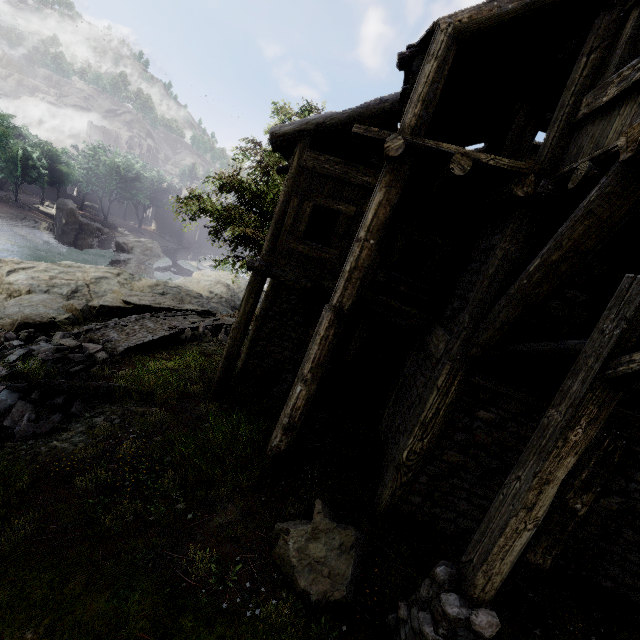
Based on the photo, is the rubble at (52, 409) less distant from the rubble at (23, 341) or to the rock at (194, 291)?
the rubble at (23, 341)

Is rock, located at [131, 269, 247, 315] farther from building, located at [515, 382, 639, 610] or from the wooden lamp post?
the wooden lamp post

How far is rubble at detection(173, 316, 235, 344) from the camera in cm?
1476

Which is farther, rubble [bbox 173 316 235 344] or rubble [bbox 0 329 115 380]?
rubble [bbox 173 316 235 344]

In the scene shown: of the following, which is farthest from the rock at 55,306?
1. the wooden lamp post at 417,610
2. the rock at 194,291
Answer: the wooden lamp post at 417,610

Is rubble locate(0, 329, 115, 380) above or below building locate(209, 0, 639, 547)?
below

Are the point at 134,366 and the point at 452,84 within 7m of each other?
no

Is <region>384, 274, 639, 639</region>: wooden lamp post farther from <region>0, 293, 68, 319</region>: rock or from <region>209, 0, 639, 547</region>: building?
<region>0, 293, 68, 319</region>: rock
